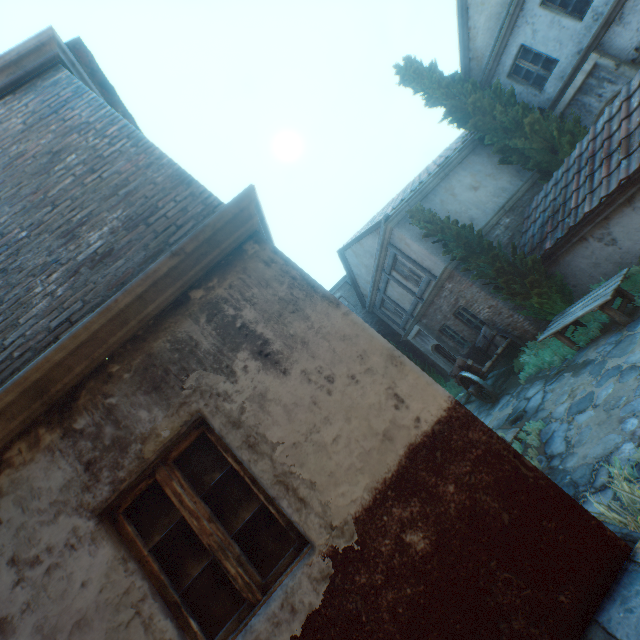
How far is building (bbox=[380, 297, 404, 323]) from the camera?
16.2 meters

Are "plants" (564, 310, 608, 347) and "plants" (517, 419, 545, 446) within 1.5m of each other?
no

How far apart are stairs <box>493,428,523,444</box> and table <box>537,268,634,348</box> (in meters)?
2.59

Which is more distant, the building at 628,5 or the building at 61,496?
the building at 628,5

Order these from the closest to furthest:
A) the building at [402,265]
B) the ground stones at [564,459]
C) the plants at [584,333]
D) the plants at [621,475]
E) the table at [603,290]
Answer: the plants at [621,475] → the ground stones at [564,459] → the table at [603,290] → the plants at [584,333] → the building at [402,265]

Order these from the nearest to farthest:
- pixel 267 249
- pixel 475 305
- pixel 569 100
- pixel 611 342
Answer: pixel 267 249 < pixel 611 342 < pixel 569 100 < pixel 475 305

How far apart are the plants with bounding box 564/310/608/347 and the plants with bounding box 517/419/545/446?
2.52m
